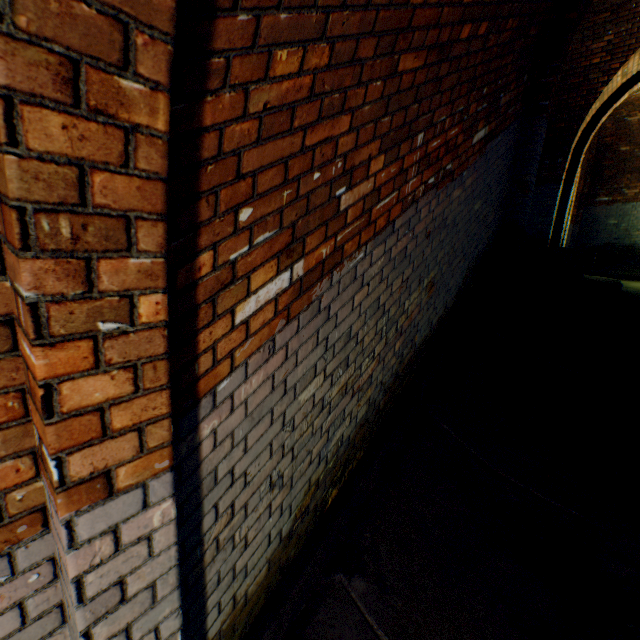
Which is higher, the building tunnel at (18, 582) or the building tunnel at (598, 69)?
the building tunnel at (598, 69)

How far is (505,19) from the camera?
2.54m

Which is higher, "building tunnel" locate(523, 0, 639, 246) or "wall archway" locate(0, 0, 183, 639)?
"building tunnel" locate(523, 0, 639, 246)

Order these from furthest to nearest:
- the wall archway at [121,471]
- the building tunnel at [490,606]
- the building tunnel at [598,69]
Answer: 1. the building tunnel at [598,69]
2. the building tunnel at [490,606]
3. the wall archway at [121,471]

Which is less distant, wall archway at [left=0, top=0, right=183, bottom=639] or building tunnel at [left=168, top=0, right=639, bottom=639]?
wall archway at [left=0, top=0, right=183, bottom=639]

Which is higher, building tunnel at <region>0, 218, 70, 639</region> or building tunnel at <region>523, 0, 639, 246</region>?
building tunnel at <region>523, 0, 639, 246</region>

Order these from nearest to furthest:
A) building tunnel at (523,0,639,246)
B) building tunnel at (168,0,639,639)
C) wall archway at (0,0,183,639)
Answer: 1. wall archway at (0,0,183,639)
2. building tunnel at (168,0,639,639)
3. building tunnel at (523,0,639,246)
